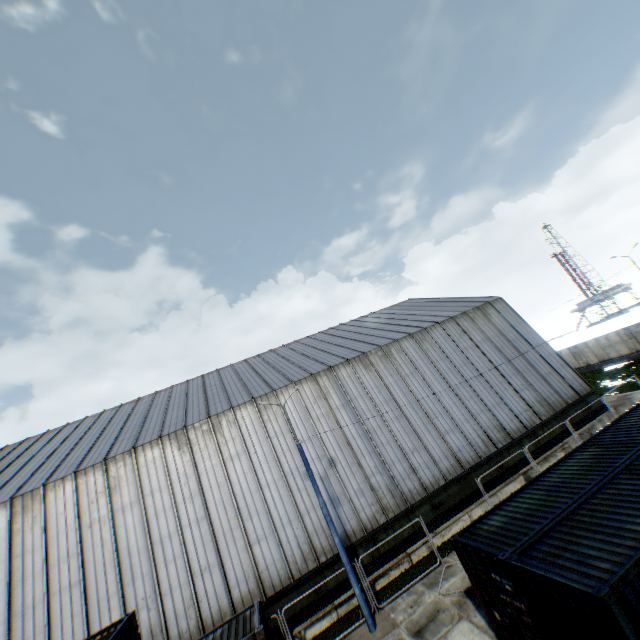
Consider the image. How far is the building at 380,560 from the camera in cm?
1664

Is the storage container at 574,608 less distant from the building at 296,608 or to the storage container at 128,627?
the storage container at 128,627

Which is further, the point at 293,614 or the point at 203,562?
the point at 203,562

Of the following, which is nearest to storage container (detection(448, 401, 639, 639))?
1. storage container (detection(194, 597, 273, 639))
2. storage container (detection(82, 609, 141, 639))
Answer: storage container (detection(82, 609, 141, 639))

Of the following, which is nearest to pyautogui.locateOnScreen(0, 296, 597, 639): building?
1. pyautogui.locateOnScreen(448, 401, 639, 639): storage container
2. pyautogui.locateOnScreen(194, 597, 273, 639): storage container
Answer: pyautogui.locateOnScreen(194, 597, 273, 639): storage container

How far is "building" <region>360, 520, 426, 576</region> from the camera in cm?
1664
